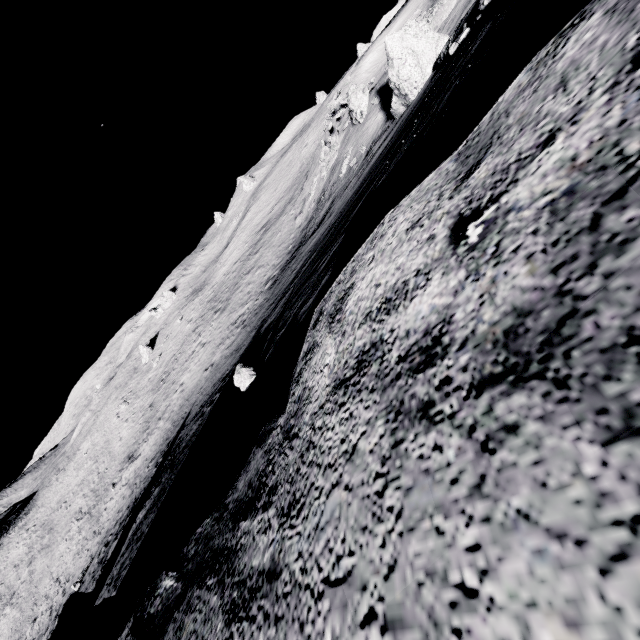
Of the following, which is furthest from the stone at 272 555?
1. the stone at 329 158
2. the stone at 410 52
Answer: the stone at 329 158

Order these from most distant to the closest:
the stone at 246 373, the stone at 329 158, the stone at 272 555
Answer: the stone at 329 158
the stone at 246 373
the stone at 272 555

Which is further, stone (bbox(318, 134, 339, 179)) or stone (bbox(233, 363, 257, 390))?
stone (bbox(318, 134, 339, 179))

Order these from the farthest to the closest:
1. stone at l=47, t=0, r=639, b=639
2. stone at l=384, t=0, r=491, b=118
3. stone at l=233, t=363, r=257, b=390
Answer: stone at l=384, t=0, r=491, b=118 → stone at l=233, t=363, r=257, b=390 → stone at l=47, t=0, r=639, b=639

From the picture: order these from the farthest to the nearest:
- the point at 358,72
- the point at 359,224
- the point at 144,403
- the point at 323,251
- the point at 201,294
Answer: the point at 201,294 → the point at 144,403 → the point at 358,72 → the point at 323,251 → the point at 359,224

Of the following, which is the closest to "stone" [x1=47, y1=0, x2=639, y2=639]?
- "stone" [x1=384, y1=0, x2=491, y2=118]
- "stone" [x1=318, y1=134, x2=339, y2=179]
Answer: "stone" [x1=384, y1=0, x2=491, y2=118]

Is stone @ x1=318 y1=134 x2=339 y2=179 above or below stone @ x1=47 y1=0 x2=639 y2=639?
below

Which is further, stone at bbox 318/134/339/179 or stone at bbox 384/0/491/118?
stone at bbox 318/134/339/179
